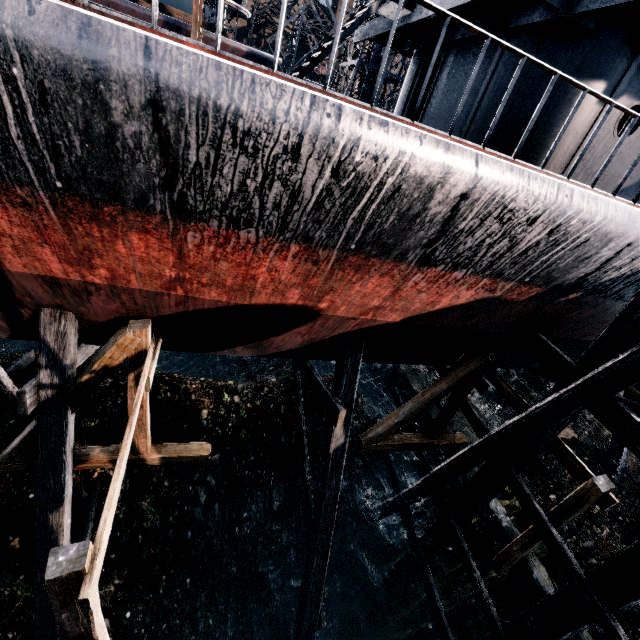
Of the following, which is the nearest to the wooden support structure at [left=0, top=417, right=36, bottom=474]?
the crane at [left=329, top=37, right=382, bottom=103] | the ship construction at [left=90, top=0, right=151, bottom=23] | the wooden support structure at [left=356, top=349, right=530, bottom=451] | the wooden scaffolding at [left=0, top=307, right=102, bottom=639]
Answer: the wooden scaffolding at [left=0, top=307, right=102, bottom=639]

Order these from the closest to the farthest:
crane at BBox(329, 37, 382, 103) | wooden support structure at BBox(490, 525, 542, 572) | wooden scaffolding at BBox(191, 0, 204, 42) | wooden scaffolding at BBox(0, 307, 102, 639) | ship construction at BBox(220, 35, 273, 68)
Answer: wooden scaffolding at BBox(0, 307, 102, 639) < wooden support structure at BBox(490, 525, 542, 572) < wooden scaffolding at BBox(191, 0, 204, 42) < crane at BBox(329, 37, 382, 103) < ship construction at BBox(220, 35, 273, 68)

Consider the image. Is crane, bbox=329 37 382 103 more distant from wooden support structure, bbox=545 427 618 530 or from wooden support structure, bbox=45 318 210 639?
wooden support structure, bbox=45 318 210 639

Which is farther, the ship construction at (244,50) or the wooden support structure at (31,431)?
the ship construction at (244,50)

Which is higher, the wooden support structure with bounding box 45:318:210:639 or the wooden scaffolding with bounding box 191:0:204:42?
the wooden scaffolding with bounding box 191:0:204:42

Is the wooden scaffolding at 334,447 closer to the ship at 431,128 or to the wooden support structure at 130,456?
the ship at 431,128

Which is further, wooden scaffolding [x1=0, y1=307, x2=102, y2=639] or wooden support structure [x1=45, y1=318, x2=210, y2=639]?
wooden scaffolding [x1=0, y1=307, x2=102, y2=639]

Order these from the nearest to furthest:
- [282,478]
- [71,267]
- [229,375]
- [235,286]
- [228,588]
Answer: [71,267], [235,286], [228,588], [282,478], [229,375]
